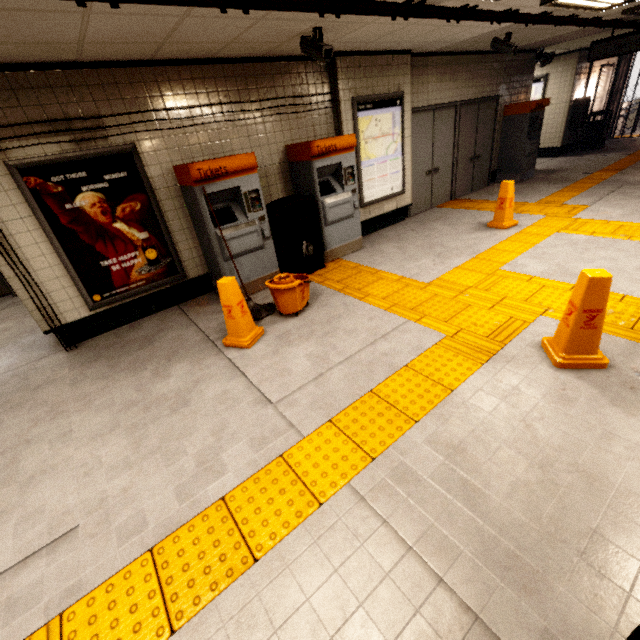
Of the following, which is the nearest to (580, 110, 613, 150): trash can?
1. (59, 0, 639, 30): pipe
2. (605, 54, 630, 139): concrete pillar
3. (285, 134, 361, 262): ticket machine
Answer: (605, 54, 630, 139): concrete pillar

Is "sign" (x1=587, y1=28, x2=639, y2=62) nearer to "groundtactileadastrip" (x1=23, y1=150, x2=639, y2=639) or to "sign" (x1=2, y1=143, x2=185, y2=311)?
"groundtactileadastrip" (x1=23, y1=150, x2=639, y2=639)

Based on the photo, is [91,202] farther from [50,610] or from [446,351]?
[446,351]

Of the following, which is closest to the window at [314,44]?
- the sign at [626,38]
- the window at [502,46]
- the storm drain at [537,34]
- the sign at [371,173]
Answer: the storm drain at [537,34]

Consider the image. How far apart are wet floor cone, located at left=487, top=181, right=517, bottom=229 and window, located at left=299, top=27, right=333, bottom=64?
3.6m

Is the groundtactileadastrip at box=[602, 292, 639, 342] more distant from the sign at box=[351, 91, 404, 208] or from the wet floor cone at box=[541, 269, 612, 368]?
the sign at box=[351, 91, 404, 208]

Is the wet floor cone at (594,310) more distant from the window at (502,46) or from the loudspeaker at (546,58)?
the loudspeaker at (546,58)

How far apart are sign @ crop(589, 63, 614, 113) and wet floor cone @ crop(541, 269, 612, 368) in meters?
13.7 m
